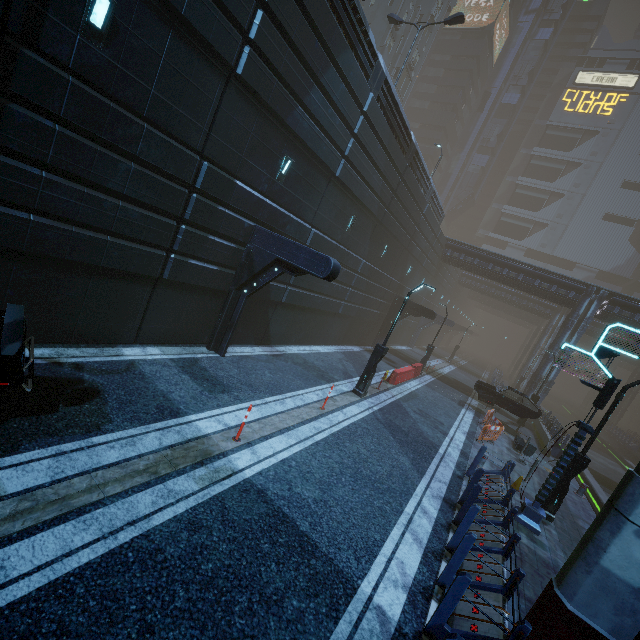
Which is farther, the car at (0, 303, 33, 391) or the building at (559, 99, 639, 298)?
the building at (559, 99, 639, 298)

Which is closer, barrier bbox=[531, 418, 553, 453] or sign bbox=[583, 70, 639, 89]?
barrier bbox=[531, 418, 553, 453]

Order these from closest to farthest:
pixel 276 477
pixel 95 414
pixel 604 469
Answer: pixel 95 414 → pixel 276 477 → pixel 604 469

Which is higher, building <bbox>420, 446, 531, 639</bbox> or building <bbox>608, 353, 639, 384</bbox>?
building <bbox>608, 353, 639, 384</bbox>

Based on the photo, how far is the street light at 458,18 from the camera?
17.7 meters

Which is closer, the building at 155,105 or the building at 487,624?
the building at 487,624

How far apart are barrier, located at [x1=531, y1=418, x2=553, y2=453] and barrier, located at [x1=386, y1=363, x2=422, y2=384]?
8.2 meters

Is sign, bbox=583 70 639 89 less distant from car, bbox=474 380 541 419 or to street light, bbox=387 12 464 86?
street light, bbox=387 12 464 86
